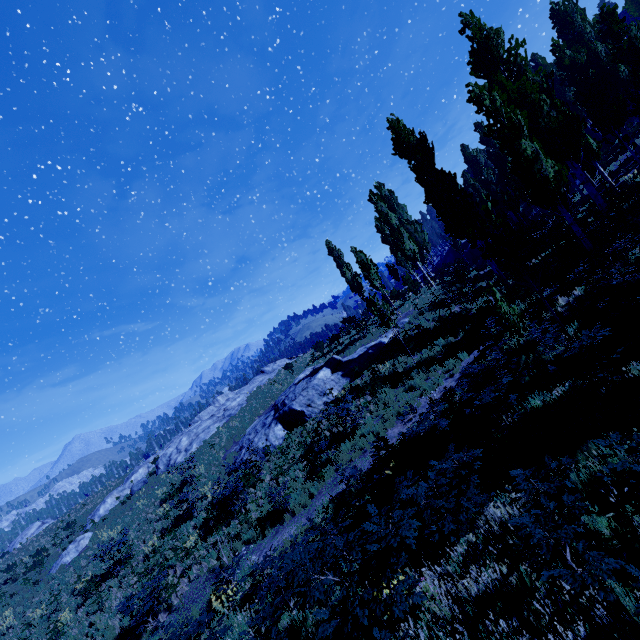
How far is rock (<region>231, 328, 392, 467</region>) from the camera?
19.0m

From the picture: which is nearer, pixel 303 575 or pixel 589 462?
pixel 303 575

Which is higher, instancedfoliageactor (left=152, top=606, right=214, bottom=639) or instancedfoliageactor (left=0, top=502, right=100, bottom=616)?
instancedfoliageactor (left=0, top=502, right=100, bottom=616)

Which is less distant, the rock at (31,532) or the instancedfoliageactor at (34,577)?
the instancedfoliageactor at (34,577)

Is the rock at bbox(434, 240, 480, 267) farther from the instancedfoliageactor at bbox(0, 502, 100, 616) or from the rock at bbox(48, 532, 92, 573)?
the rock at bbox(48, 532, 92, 573)

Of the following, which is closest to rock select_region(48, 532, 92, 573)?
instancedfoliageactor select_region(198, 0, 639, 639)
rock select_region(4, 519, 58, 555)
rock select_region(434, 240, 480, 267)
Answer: instancedfoliageactor select_region(198, 0, 639, 639)

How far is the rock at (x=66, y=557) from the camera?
24.81m

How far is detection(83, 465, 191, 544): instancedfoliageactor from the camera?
24.77m
